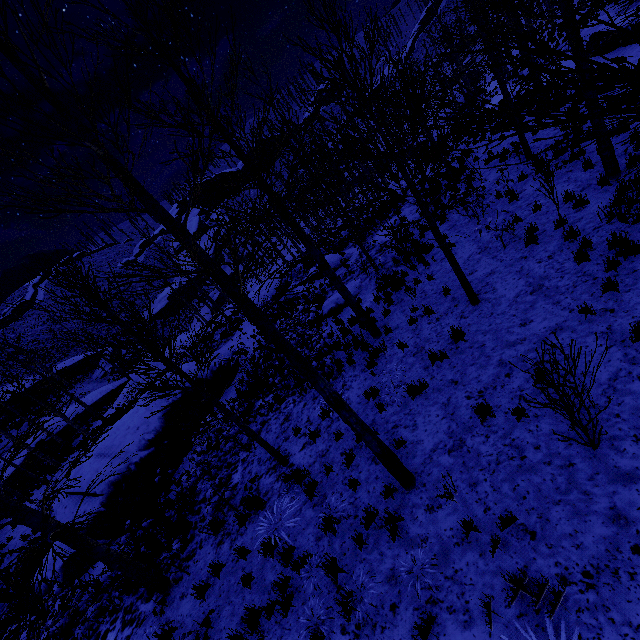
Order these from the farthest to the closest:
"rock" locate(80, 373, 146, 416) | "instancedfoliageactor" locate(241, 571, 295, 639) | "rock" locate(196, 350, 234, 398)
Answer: "rock" locate(80, 373, 146, 416), "rock" locate(196, 350, 234, 398), "instancedfoliageactor" locate(241, 571, 295, 639)

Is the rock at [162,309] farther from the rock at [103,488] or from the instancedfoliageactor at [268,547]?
the instancedfoliageactor at [268,547]

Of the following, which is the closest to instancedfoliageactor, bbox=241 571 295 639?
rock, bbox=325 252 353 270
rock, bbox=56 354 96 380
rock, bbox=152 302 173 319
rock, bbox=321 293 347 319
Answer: rock, bbox=321 293 347 319

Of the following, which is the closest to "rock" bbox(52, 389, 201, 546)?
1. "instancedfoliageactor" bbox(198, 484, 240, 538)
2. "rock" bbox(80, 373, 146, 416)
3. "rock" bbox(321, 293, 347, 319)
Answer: "instancedfoliageactor" bbox(198, 484, 240, 538)

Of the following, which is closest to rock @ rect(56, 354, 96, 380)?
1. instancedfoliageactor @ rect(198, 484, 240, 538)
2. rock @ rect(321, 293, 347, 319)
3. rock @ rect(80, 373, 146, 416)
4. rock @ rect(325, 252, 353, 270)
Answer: rock @ rect(80, 373, 146, 416)

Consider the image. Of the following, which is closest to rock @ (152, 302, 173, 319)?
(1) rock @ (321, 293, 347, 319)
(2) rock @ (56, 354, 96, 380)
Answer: (2) rock @ (56, 354, 96, 380)

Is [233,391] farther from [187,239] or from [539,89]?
[539,89]

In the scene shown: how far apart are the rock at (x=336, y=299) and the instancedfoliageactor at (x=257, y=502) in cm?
616
